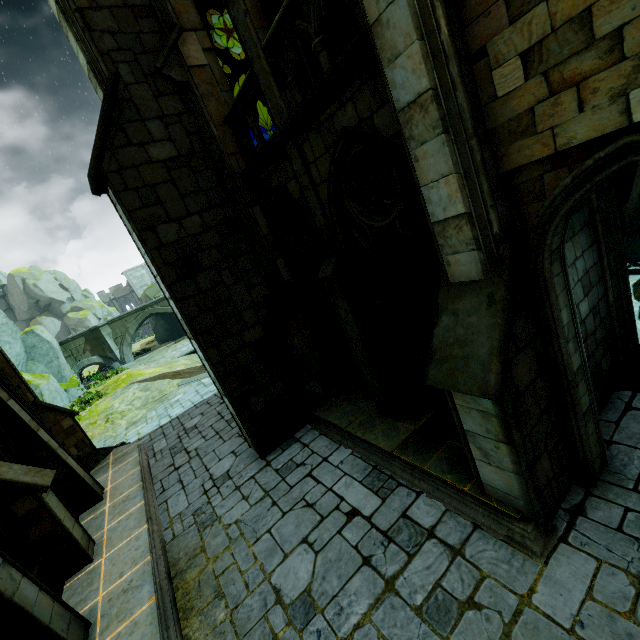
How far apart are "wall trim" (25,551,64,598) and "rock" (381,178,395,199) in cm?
1029

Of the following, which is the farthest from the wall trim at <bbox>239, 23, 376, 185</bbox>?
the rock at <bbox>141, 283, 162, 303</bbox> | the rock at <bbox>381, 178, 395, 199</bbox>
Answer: the rock at <bbox>141, 283, 162, 303</bbox>

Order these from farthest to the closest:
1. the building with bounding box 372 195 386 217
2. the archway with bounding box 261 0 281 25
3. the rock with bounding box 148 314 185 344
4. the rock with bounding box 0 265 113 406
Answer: the rock with bounding box 148 314 185 344 < the rock with bounding box 0 265 113 406 < the building with bounding box 372 195 386 217 < the archway with bounding box 261 0 281 25

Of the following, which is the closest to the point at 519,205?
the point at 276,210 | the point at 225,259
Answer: the point at 276,210

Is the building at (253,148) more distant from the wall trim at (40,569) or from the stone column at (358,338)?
the wall trim at (40,569)

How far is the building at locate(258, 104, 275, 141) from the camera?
40.0 meters

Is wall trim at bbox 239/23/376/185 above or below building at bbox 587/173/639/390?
above

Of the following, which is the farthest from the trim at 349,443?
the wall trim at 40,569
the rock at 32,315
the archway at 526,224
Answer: the rock at 32,315
